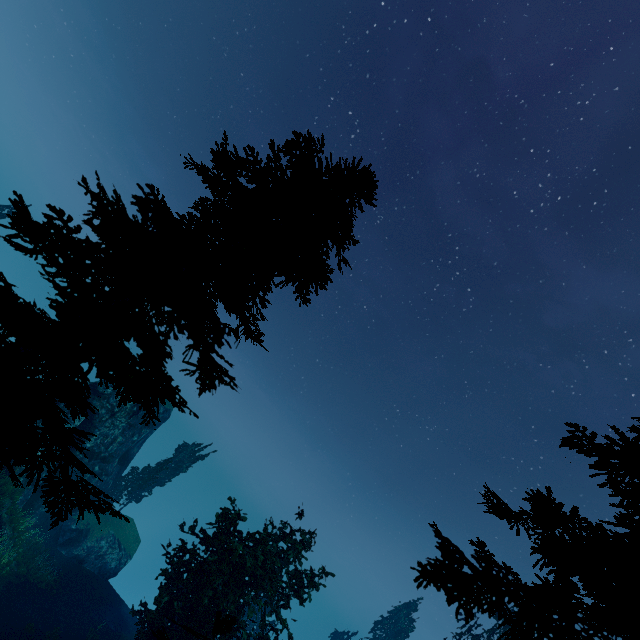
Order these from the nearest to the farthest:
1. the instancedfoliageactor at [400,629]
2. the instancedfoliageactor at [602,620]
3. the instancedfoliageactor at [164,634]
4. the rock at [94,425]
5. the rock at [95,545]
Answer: the instancedfoliageactor at [602,620] → the instancedfoliageactor at [164,634] → the rock at [95,545] → the rock at [94,425] → the instancedfoliageactor at [400,629]

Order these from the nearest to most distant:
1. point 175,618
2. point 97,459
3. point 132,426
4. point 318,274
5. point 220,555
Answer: point 318,274, point 175,618, point 220,555, point 97,459, point 132,426

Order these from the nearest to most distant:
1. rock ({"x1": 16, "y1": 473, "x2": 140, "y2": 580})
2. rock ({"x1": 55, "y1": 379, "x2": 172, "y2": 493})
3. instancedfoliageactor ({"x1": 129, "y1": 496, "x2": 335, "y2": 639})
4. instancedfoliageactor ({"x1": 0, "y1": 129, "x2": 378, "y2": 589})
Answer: instancedfoliageactor ({"x1": 0, "y1": 129, "x2": 378, "y2": 589}) < instancedfoliageactor ({"x1": 129, "y1": 496, "x2": 335, "y2": 639}) < rock ({"x1": 16, "y1": 473, "x2": 140, "y2": 580}) < rock ({"x1": 55, "y1": 379, "x2": 172, "y2": 493})

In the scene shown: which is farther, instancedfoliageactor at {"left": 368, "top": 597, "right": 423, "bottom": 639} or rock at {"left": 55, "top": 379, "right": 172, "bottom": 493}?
instancedfoliageactor at {"left": 368, "top": 597, "right": 423, "bottom": 639}

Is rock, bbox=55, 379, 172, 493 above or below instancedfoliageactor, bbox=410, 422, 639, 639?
below

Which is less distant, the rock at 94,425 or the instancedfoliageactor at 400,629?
the rock at 94,425
